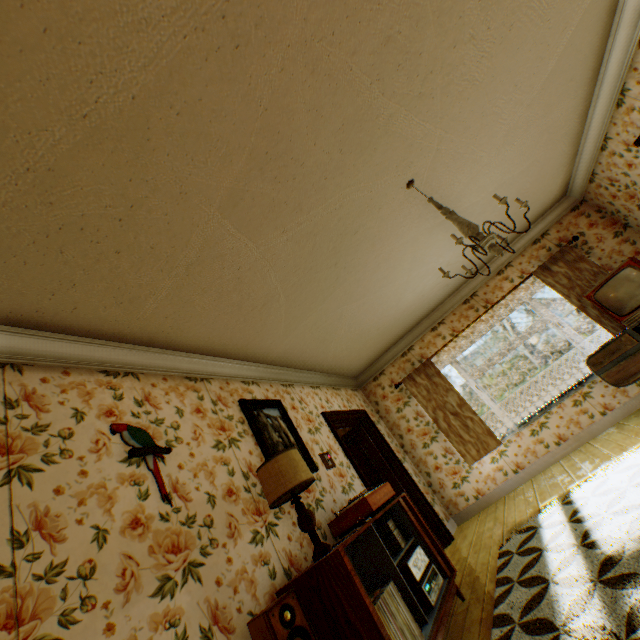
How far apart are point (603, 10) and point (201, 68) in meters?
3.8 m

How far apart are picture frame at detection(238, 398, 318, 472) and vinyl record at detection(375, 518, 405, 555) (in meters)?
0.90

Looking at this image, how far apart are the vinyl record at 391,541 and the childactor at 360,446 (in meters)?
2.36

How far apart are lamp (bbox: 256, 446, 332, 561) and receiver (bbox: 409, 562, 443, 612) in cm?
83

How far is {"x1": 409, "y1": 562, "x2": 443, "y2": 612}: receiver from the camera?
2.6 meters

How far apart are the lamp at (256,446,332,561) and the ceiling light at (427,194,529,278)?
2.06m

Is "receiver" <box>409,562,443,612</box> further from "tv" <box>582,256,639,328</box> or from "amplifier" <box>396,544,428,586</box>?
"tv" <box>582,256,639,328</box>

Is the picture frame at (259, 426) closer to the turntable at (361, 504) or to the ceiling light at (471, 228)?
the turntable at (361, 504)
